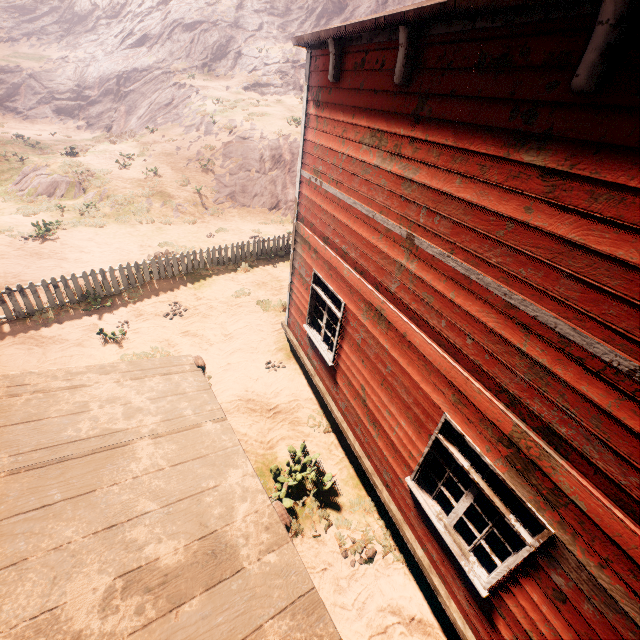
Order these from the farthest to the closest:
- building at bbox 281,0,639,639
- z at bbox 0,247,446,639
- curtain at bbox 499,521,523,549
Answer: z at bbox 0,247,446,639, curtain at bbox 499,521,523,549, building at bbox 281,0,639,639

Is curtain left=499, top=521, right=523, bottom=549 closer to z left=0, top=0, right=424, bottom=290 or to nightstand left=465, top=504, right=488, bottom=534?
nightstand left=465, top=504, right=488, bottom=534

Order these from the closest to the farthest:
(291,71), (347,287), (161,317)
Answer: (347,287) → (161,317) → (291,71)

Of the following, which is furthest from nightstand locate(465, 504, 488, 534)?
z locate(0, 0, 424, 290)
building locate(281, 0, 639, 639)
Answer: z locate(0, 0, 424, 290)

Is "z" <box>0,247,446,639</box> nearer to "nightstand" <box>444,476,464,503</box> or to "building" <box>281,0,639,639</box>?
"building" <box>281,0,639,639</box>

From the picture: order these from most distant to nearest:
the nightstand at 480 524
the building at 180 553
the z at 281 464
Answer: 1. the z at 281 464
2. the nightstand at 480 524
3. the building at 180 553

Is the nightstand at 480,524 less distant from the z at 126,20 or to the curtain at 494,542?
the curtain at 494,542
